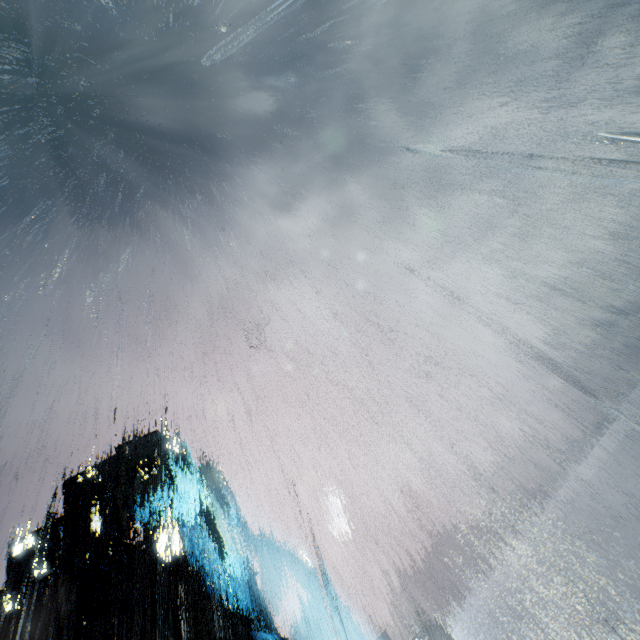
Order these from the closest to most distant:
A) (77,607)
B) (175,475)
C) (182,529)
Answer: (77,607), (182,529), (175,475)
